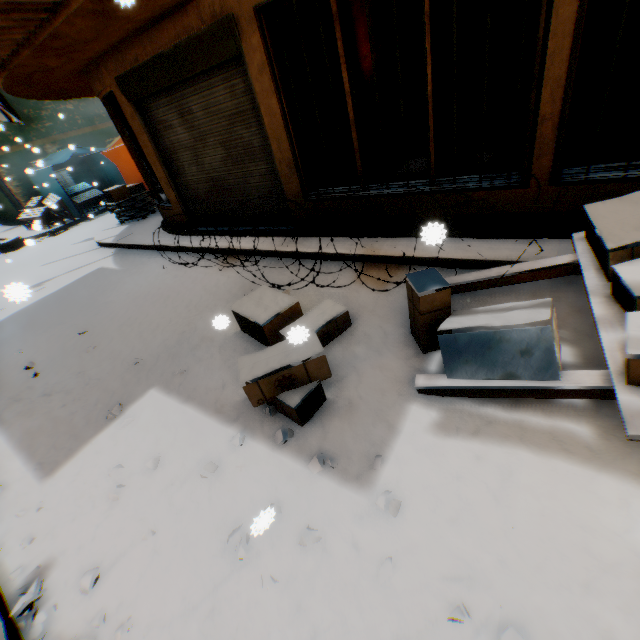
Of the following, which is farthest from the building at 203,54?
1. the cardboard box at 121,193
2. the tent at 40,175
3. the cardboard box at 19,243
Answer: the cardboard box at 19,243

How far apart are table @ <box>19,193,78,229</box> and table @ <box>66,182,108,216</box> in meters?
0.2 m

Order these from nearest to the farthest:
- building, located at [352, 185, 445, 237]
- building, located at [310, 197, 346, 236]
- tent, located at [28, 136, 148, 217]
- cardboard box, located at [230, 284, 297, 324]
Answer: building, located at [352, 185, 445, 237], cardboard box, located at [230, 284, 297, 324], building, located at [310, 197, 346, 236], tent, located at [28, 136, 148, 217]

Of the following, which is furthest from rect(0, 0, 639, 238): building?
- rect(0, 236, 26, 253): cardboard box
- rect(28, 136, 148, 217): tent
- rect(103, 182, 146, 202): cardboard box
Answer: rect(0, 236, 26, 253): cardboard box

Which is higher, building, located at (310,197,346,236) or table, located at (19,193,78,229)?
table, located at (19,193,78,229)

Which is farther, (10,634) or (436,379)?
(436,379)

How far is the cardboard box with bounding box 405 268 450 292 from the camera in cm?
267

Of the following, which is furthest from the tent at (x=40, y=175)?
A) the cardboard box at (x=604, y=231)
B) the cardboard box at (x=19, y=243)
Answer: the cardboard box at (x=604, y=231)
